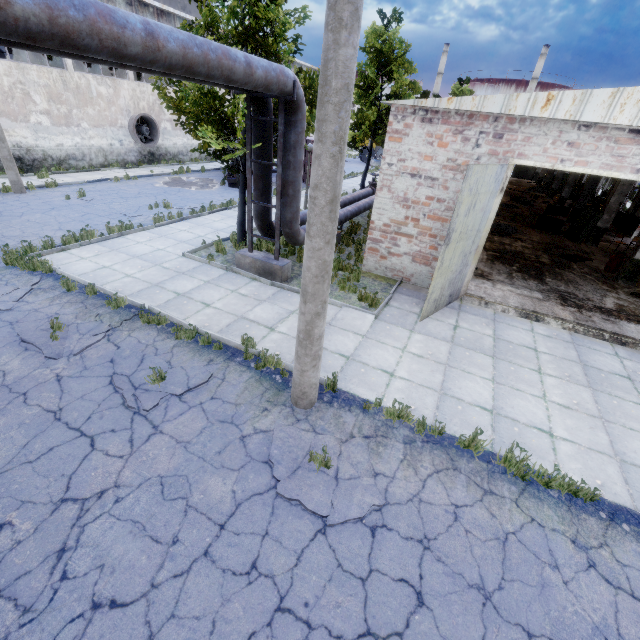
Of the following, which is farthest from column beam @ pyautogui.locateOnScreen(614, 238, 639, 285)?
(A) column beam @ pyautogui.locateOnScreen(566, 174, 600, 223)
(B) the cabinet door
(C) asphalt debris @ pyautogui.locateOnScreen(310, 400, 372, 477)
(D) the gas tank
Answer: (C) asphalt debris @ pyautogui.locateOnScreen(310, 400, 372, 477)

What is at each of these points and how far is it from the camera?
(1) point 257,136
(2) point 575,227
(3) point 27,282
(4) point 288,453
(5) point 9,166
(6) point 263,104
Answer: (1) pipe, 8.9 meters
(2) cabinet door, 17.5 meters
(3) asphalt debris, 8.4 meters
(4) asphalt debris, 4.9 meters
(5) lamp post, 14.6 meters
(6) pipe, 8.5 meters

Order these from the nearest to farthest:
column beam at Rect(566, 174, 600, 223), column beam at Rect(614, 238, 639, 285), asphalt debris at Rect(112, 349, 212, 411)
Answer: asphalt debris at Rect(112, 349, 212, 411) → column beam at Rect(614, 238, 639, 285) → column beam at Rect(566, 174, 600, 223)

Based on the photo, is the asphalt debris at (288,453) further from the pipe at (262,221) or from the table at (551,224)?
the table at (551,224)

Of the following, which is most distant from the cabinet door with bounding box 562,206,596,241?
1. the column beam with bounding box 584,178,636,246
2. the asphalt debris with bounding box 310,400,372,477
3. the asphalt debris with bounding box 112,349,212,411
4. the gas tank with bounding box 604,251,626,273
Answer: the asphalt debris with bounding box 112,349,212,411

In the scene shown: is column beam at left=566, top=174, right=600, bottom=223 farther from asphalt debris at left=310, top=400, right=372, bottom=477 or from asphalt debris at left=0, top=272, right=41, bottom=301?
asphalt debris at left=0, top=272, right=41, bottom=301

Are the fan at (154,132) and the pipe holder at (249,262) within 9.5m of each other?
no

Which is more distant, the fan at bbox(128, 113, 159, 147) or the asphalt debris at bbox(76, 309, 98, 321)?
the fan at bbox(128, 113, 159, 147)
